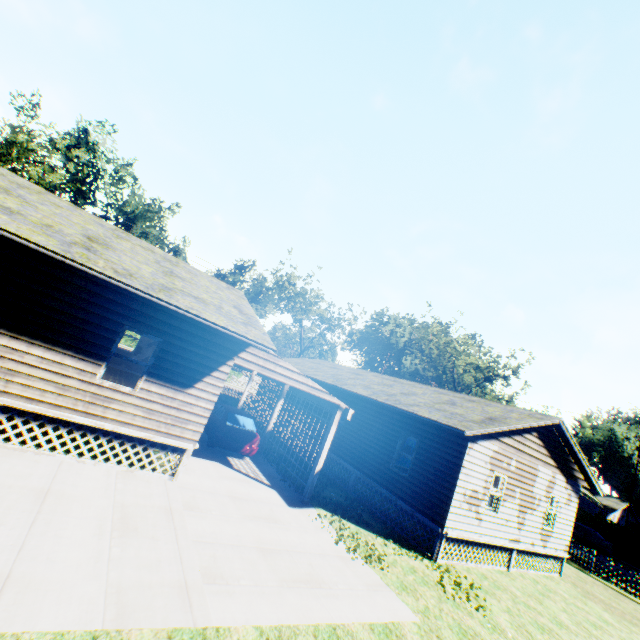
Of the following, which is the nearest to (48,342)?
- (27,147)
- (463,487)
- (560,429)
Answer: (463,487)

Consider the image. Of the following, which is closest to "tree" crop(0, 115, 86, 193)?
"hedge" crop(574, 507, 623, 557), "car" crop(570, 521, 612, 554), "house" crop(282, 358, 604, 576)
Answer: "house" crop(282, 358, 604, 576)

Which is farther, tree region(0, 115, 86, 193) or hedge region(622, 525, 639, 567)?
tree region(0, 115, 86, 193)

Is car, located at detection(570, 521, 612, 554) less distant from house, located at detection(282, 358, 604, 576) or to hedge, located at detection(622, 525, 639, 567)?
hedge, located at detection(622, 525, 639, 567)

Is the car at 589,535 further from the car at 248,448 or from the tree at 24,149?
the tree at 24,149

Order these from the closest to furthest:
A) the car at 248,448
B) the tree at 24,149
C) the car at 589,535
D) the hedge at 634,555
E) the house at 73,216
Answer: the house at 73,216
the car at 248,448
the car at 589,535
the hedge at 634,555
the tree at 24,149

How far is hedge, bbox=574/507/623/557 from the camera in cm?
2971

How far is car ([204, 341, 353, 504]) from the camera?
10.5m
